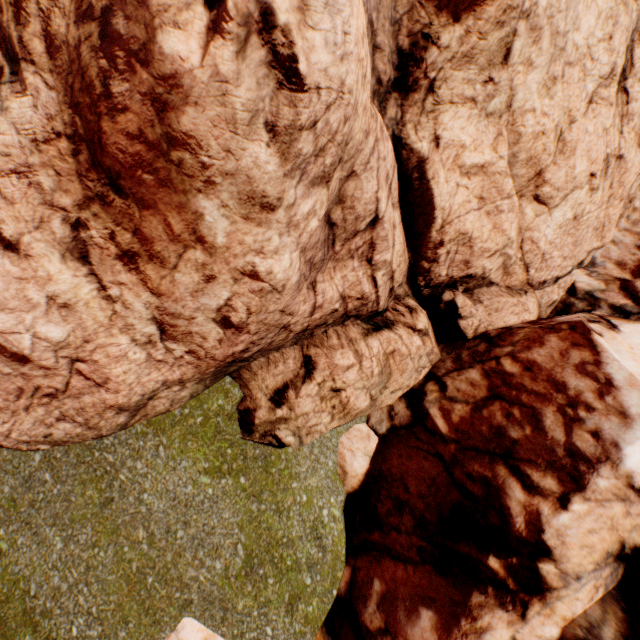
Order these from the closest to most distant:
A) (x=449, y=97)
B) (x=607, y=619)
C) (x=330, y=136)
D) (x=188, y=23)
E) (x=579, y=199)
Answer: (x=188, y=23) < (x=330, y=136) < (x=607, y=619) < (x=449, y=97) < (x=579, y=199)

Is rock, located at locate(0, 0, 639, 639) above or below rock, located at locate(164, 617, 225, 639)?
above

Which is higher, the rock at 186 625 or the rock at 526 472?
the rock at 526 472

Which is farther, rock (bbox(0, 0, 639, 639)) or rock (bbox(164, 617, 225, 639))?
rock (bbox(164, 617, 225, 639))

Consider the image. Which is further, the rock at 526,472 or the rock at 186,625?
the rock at 186,625
